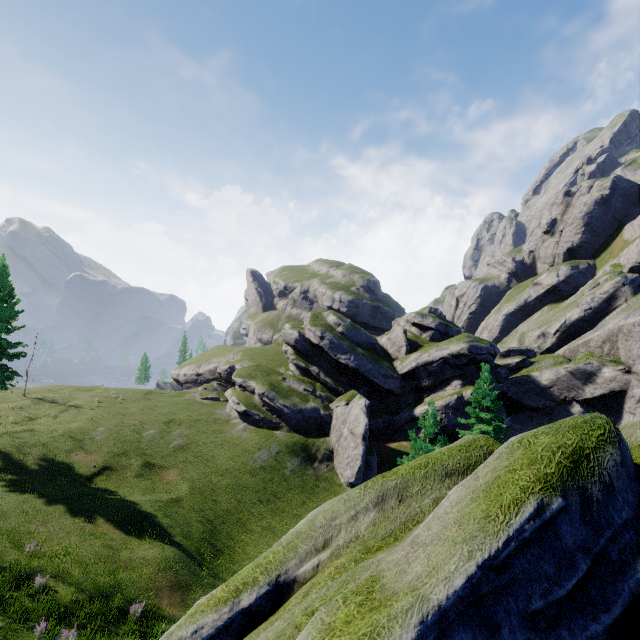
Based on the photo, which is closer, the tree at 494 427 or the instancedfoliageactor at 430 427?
the instancedfoliageactor at 430 427

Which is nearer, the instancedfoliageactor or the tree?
Result: the instancedfoliageactor

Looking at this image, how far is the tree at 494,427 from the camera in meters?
29.6 m

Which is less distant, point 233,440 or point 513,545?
point 513,545

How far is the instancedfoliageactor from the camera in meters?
20.5

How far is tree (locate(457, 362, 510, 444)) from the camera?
29.6 meters
